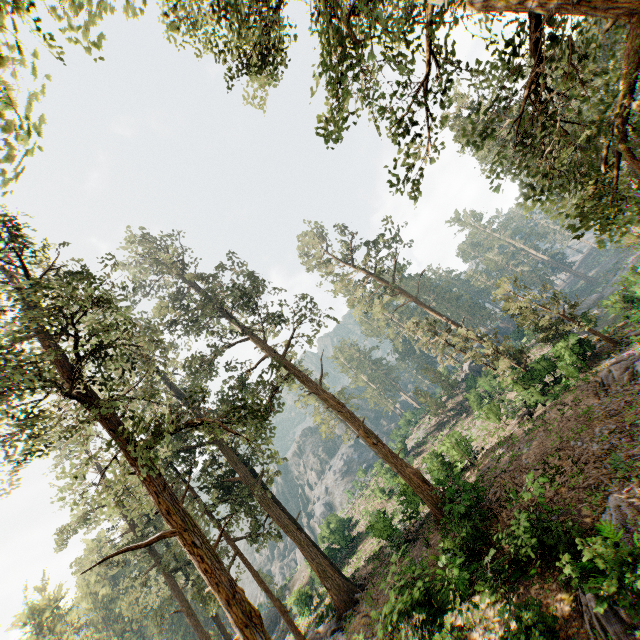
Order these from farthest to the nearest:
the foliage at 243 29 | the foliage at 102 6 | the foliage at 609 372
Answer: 1. the foliage at 609 372
2. the foliage at 243 29
3. the foliage at 102 6

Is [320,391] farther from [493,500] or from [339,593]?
[339,593]

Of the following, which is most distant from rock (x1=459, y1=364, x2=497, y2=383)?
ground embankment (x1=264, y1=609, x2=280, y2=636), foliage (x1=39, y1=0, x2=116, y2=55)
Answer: ground embankment (x1=264, y1=609, x2=280, y2=636)

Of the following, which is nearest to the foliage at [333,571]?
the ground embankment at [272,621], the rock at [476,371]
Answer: the rock at [476,371]

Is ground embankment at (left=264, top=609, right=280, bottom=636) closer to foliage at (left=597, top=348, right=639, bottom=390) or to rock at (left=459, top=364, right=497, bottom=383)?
foliage at (left=597, top=348, right=639, bottom=390)

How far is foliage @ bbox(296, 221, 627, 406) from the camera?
24.64m
